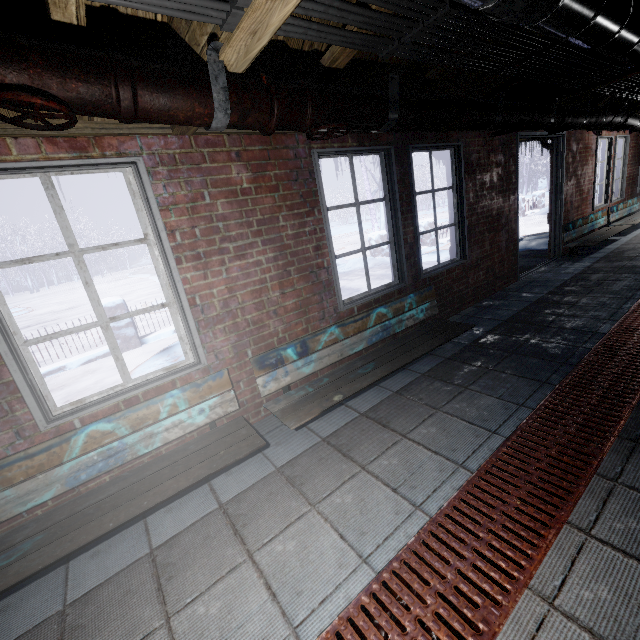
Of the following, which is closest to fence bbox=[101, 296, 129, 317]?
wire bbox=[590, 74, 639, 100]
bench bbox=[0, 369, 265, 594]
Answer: bench bbox=[0, 369, 265, 594]

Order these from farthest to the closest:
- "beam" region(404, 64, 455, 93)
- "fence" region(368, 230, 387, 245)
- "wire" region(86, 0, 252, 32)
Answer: "fence" region(368, 230, 387, 245) → "beam" region(404, 64, 455, 93) → "wire" region(86, 0, 252, 32)

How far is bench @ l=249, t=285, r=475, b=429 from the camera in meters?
2.2

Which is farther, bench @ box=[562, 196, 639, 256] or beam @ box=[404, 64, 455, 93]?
bench @ box=[562, 196, 639, 256]

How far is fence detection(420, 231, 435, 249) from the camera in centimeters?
1059cm

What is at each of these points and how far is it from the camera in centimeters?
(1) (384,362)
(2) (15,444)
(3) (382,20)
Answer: (1) bench, 252cm
(2) window, 165cm
(3) wire, 121cm

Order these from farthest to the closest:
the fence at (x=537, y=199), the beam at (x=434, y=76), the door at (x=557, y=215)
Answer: the fence at (x=537, y=199), the door at (x=557, y=215), the beam at (x=434, y=76)

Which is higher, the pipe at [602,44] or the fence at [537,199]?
the pipe at [602,44]
